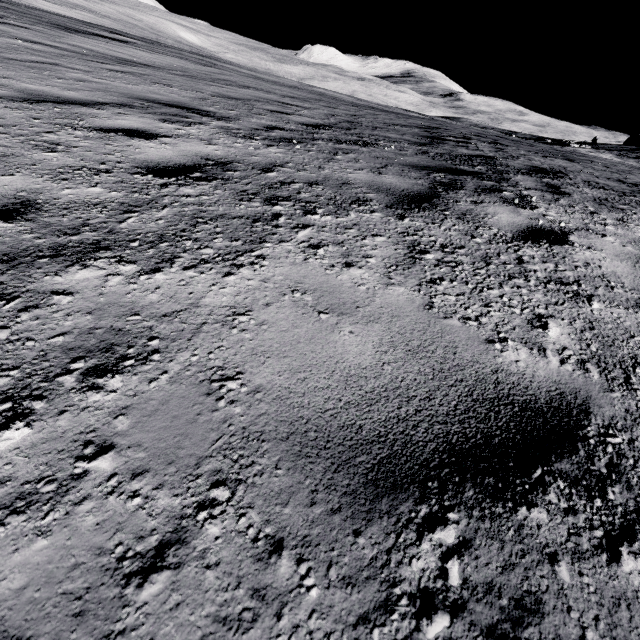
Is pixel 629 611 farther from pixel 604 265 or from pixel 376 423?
pixel 604 265
